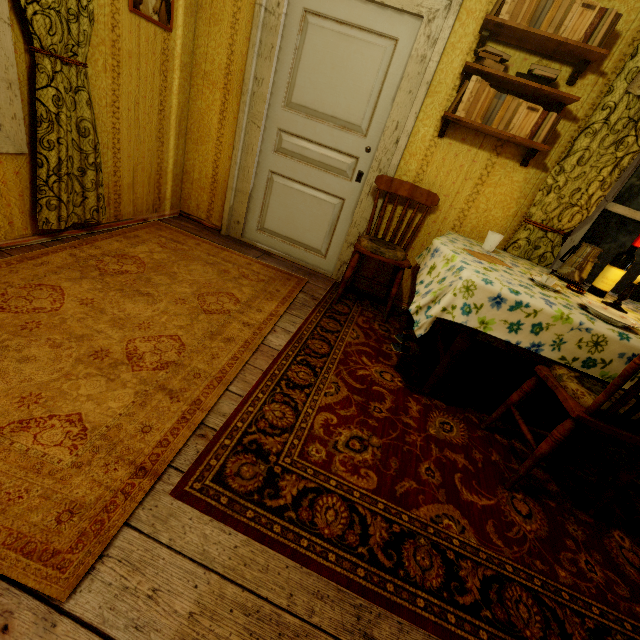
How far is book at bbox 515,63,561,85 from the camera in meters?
2.1

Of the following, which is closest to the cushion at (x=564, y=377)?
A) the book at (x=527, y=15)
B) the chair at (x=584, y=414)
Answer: the chair at (x=584, y=414)

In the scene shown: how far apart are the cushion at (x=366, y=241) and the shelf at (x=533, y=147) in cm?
92

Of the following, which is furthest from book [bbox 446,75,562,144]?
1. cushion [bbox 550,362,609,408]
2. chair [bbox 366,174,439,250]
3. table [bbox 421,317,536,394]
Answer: cushion [bbox 550,362,609,408]

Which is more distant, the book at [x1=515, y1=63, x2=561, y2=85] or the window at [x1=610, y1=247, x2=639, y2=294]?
the window at [x1=610, y1=247, x2=639, y2=294]

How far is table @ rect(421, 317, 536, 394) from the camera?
1.9 meters

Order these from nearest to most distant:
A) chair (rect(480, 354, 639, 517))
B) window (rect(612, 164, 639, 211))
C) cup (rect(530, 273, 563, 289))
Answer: chair (rect(480, 354, 639, 517)) < cup (rect(530, 273, 563, 289)) < window (rect(612, 164, 639, 211))

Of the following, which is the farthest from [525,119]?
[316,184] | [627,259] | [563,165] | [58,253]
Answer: [58,253]
